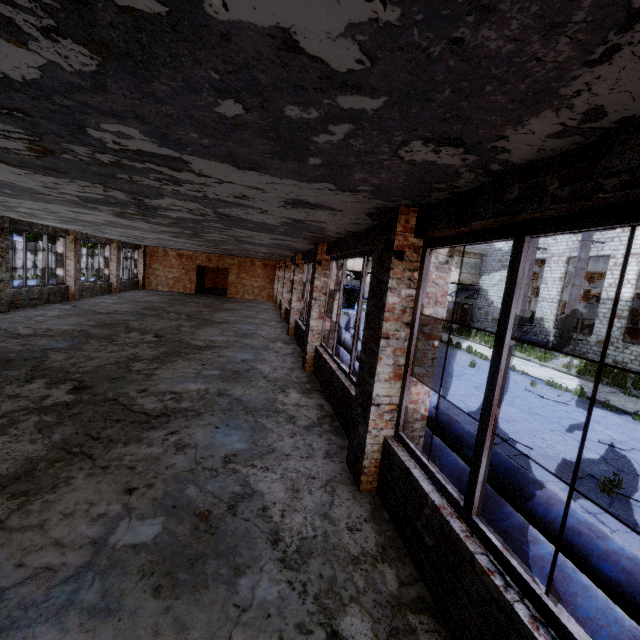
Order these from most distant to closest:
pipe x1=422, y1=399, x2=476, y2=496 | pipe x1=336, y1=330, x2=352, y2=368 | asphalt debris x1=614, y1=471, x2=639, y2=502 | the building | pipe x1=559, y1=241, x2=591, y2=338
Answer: the building, pipe x1=559, y1=241, x2=591, y2=338, pipe x1=336, y1=330, x2=352, y2=368, asphalt debris x1=614, y1=471, x2=639, y2=502, pipe x1=422, y1=399, x2=476, y2=496

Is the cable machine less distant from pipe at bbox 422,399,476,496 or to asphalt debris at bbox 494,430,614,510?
asphalt debris at bbox 494,430,614,510

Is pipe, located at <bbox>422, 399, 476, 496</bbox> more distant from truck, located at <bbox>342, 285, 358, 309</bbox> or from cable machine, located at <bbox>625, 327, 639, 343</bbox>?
cable machine, located at <bbox>625, 327, 639, 343</bbox>

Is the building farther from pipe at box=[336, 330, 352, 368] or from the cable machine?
the cable machine

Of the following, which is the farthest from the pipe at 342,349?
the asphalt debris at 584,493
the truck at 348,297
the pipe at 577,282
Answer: the pipe at 577,282

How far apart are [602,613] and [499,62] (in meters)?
3.79

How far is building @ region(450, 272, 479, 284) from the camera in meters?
30.7 m

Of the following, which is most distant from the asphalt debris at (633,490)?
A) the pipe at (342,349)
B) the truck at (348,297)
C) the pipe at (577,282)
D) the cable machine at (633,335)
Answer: the truck at (348,297)
